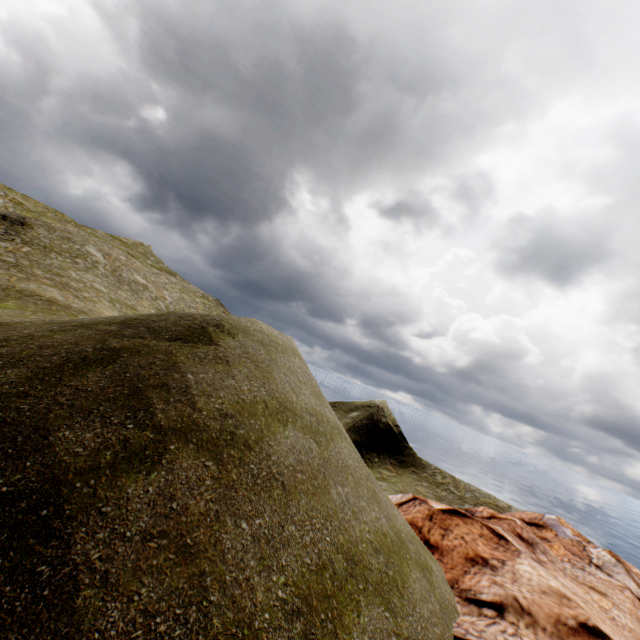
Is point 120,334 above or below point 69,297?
above
